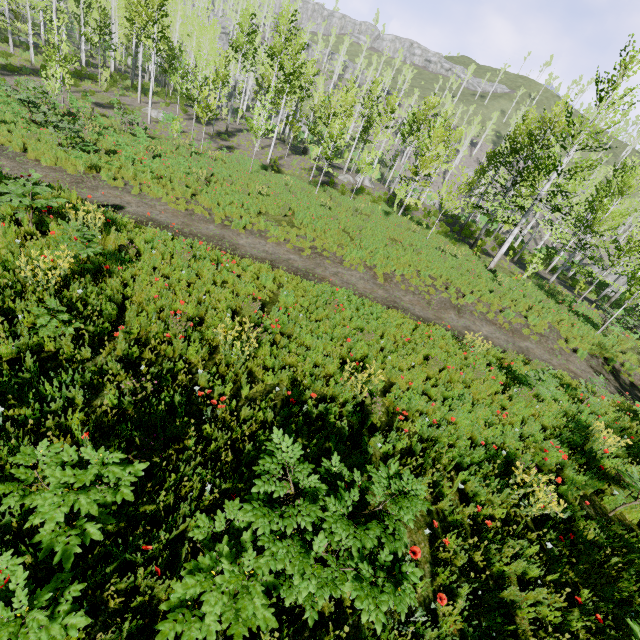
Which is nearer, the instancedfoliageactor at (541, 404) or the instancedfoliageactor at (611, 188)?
the instancedfoliageactor at (541, 404)

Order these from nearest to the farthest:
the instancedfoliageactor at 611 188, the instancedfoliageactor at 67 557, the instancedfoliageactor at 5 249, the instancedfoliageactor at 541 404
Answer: the instancedfoliageactor at 67 557 → the instancedfoliageactor at 5 249 → the instancedfoliageactor at 541 404 → the instancedfoliageactor at 611 188

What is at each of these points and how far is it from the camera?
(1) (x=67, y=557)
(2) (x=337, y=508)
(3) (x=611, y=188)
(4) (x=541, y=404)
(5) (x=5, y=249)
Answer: (1) instancedfoliageactor, 2.3 meters
(2) instancedfoliageactor, 3.0 meters
(3) instancedfoliageactor, 28.9 meters
(4) instancedfoliageactor, 8.4 meters
(5) instancedfoliageactor, 5.5 meters

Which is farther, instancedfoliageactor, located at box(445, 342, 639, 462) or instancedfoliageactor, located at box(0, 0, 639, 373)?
instancedfoliageactor, located at box(0, 0, 639, 373)

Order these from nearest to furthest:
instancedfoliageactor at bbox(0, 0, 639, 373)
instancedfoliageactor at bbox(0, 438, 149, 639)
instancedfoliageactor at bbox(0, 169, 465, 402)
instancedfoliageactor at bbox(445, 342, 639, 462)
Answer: instancedfoliageactor at bbox(0, 438, 149, 639), instancedfoliageactor at bbox(0, 169, 465, 402), instancedfoliageactor at bbox(445, 342, 639, 462), instancedfoliageactor at bbox(0, 0, 639, 373)

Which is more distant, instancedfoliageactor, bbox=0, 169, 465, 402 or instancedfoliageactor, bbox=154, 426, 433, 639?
instancedfoliageactor, bbox=0, 169, 465, 402
